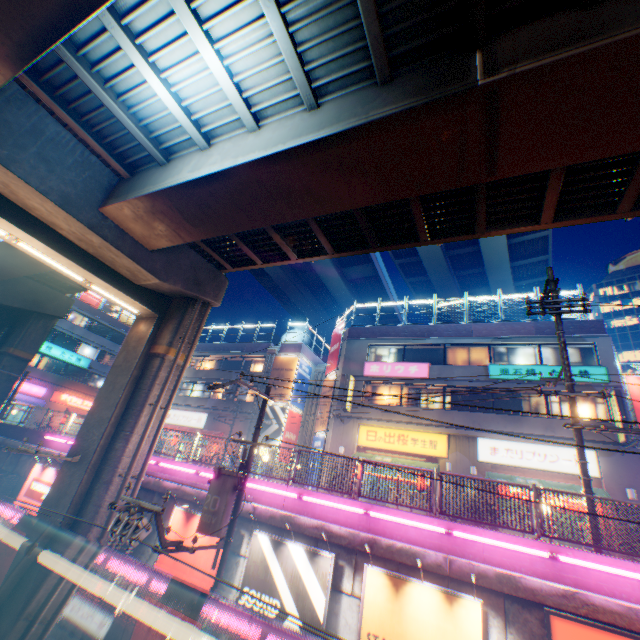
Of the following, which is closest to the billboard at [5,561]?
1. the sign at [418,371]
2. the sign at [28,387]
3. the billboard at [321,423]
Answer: the billboard at [321,423]

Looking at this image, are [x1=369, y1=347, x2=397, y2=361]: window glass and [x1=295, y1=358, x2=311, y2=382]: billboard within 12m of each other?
yes

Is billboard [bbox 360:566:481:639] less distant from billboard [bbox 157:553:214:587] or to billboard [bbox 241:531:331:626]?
billboard [bbox 241:531:331:626]

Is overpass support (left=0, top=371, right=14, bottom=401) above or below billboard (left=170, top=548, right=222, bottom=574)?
above

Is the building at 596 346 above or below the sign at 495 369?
above

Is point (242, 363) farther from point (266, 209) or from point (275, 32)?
point (275, 32)

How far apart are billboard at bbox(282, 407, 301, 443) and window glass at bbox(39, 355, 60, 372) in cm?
2954

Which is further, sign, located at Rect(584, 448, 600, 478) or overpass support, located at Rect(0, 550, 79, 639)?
sign, located at Rect(584, 448, 600, 478)
